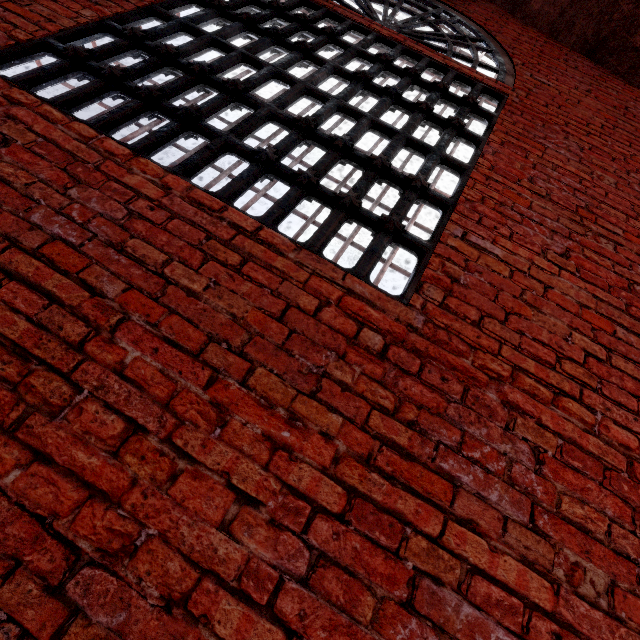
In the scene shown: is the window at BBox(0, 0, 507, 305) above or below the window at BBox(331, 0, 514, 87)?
below

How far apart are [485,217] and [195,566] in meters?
2.4

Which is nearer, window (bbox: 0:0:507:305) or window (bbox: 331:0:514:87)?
window (bbox: 0:0:507:305)

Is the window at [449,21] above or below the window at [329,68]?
above

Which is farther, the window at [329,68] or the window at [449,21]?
the window at [449,21]
